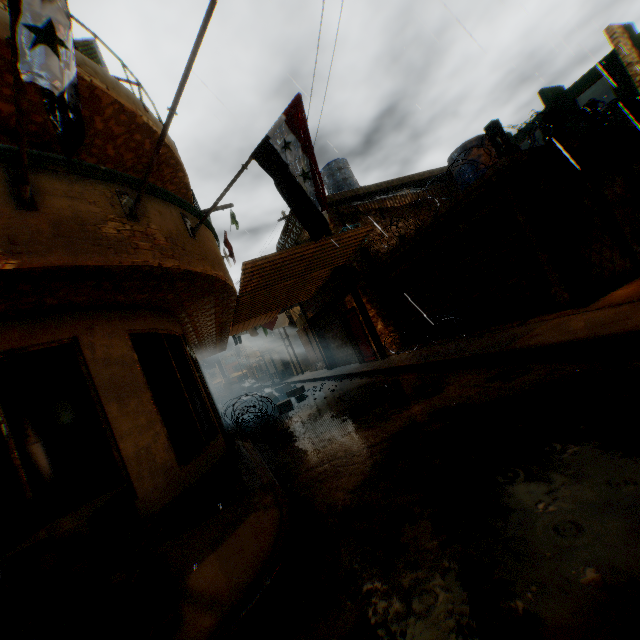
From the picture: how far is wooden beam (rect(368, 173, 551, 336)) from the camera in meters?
7.7

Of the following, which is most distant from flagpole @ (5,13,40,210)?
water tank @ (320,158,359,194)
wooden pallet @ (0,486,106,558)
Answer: water tank @ (320,158,359,194)

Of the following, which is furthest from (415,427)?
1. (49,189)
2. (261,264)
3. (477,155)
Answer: (477,155)

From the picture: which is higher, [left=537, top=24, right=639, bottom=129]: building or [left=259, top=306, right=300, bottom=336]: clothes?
[left=537, top=24, right=639, bottom=129]: building

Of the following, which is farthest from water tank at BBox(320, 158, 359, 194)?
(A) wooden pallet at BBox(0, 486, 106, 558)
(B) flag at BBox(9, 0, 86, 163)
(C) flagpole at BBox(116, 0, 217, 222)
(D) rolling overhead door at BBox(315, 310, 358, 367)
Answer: (A) wooden pallet at BBox(0, 486, 106, 558)

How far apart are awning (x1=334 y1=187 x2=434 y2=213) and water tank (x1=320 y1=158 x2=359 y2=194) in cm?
220

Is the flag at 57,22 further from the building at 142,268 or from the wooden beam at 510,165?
the wooden beam at 510,165

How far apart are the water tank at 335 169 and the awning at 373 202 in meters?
2.2 m
